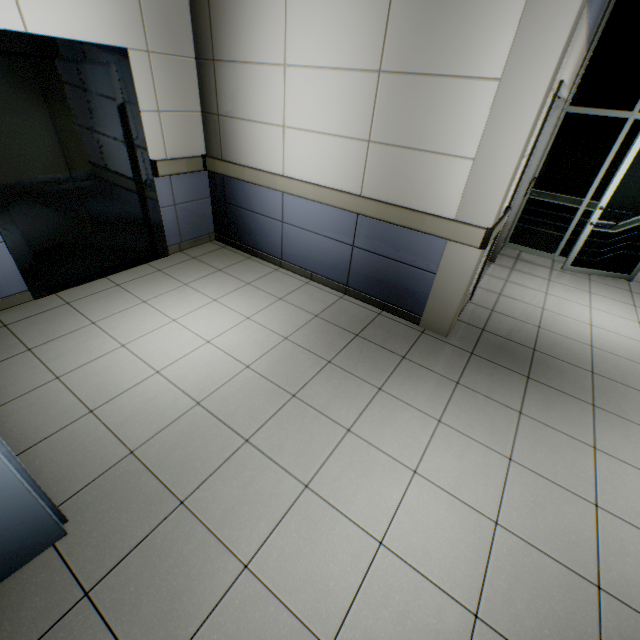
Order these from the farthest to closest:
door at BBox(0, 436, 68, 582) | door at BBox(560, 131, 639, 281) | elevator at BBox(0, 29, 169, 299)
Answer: door at BBox(560, 131, 639, 281)
elevator at BBox(0, 29, 169, 299)
door at BBox(0, 436, 68, 582)

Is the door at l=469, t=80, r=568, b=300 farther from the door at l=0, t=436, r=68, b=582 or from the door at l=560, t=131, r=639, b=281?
the door at l=0, t=436, r=68, b=582

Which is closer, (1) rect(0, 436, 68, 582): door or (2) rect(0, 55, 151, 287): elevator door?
(1) rect(0, 436, 68, 582): door

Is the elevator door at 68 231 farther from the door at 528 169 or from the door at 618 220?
the door at 618 220

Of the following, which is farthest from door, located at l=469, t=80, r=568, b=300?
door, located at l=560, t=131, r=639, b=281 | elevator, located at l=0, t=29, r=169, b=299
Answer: elevator, located at l=0, t=29, r=169, b=299

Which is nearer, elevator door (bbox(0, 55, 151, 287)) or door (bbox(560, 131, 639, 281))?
elevator door (bbox(0, 55, 151, 287))

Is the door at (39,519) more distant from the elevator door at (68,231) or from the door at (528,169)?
the door at (528,169)

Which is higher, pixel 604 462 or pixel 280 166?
pixel 280 166
